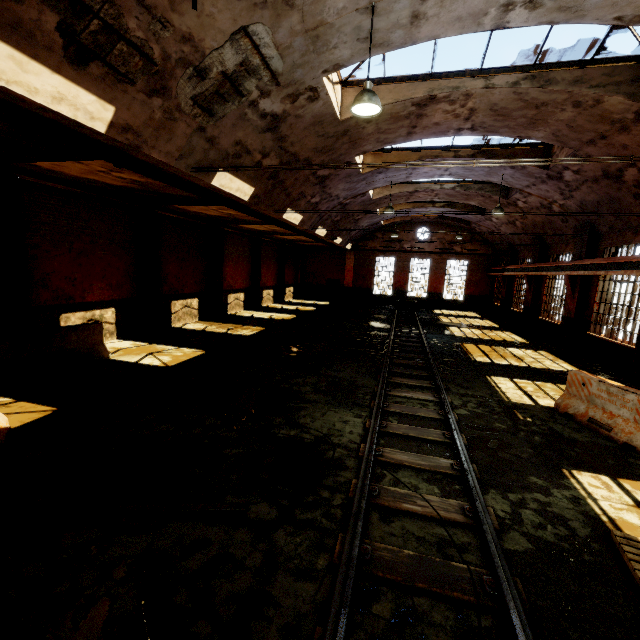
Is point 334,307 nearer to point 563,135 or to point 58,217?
point 563,135

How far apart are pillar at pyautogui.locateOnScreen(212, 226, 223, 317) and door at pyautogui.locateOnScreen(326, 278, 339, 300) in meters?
15.0

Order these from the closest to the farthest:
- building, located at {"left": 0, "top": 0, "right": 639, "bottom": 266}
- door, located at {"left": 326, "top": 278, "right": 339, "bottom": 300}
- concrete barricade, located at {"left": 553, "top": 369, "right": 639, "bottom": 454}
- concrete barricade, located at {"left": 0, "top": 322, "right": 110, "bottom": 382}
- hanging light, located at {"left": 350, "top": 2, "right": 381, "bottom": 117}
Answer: building, located at {"left": 0, "top": 0, "right": 639, "bottom": 266}
hanging light, located at {"left": 350, "top": 2, "right": 381, "bottom": 117}
concrete barricade, located at {"left": 553, "top": 369, "right": 639, "bottom": 454}
concrete barricade, located at {"left": 0, "top": 322, "right": 110, "bottom": 382}
door, located at {"left": 326, "top": 278, "right": 339, "bottom": 300}

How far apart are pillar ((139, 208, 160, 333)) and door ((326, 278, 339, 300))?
19.9m

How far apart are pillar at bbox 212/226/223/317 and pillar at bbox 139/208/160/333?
4.2 meters

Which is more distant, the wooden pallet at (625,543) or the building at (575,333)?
the building at (575,333)

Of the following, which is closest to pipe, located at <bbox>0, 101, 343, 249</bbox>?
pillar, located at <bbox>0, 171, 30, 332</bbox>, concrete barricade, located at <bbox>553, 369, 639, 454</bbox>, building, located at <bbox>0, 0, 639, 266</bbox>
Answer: building, located at <bbox>0, 0, 639, 266</bbox>

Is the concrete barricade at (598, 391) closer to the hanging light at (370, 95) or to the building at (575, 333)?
the building at (575, 333)
